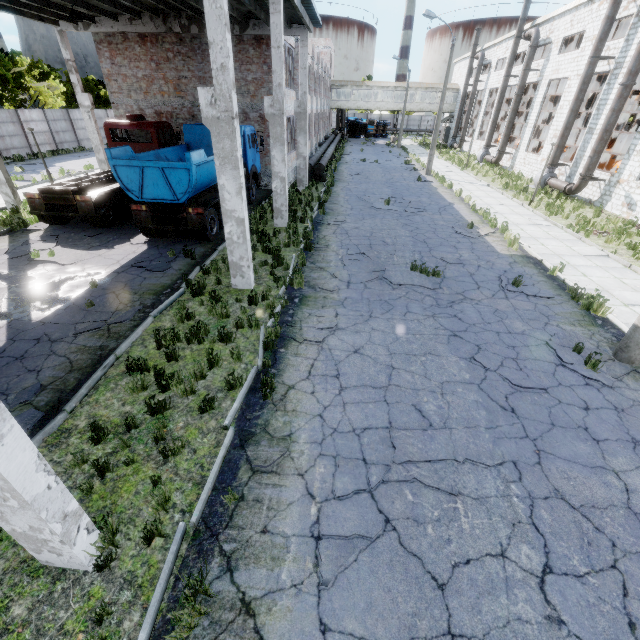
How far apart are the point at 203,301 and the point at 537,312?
9.2m

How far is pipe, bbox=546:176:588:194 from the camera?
19.5m

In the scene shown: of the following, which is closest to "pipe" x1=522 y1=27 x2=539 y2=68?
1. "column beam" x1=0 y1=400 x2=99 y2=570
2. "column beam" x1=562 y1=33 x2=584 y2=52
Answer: "column beam" x1=562 y1=33 x2=584 y2=52

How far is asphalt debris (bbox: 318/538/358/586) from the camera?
3.7 meters

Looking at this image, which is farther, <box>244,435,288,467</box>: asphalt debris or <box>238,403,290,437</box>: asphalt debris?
<box>238,403,290,437</box>: asphalt debris

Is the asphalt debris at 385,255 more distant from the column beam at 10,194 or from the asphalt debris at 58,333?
the asphalt debris at 58,333

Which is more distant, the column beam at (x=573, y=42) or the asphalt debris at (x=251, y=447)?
the column beam at (x=573, y=42)

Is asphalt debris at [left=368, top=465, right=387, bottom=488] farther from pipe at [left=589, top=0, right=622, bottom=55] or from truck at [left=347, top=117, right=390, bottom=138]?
truck at [left=347, top=117, right=390, bottom=138]
